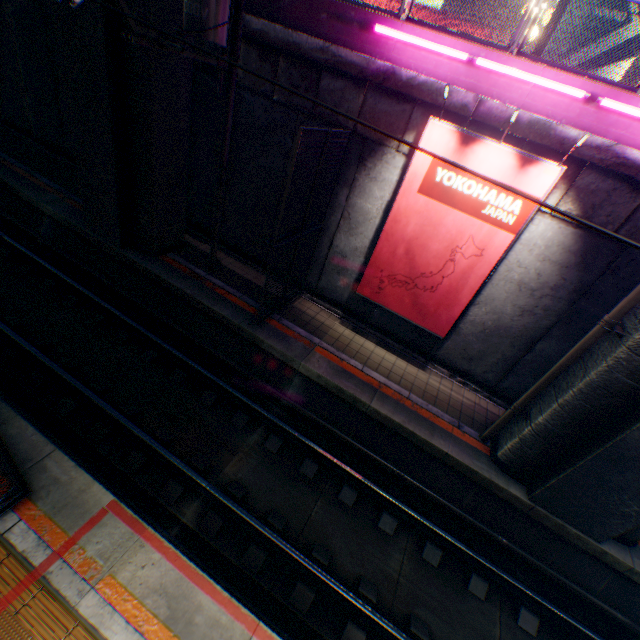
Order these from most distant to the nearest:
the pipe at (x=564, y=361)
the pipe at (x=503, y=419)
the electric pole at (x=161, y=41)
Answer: the pipe at (x=503, y=419) < the pipe at (x=564, y=361) < the electric pole at (x=161, y=41)

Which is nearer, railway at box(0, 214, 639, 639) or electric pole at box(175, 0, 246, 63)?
railway at box(0, 214, 639, 639)

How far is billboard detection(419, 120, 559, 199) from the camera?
6.1 meters

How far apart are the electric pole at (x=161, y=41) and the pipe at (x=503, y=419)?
8.1 meters

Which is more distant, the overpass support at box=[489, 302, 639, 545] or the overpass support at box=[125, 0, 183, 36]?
the overpass support at box=[125, 0, 183, 36]

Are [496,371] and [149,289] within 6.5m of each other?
no

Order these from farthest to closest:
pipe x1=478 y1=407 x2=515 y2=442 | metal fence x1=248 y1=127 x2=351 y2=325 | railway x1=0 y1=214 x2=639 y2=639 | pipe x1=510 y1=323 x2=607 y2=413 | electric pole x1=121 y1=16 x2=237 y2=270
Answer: pipe x1=478 y1=407 x2=515 y2=442 < metal fence x1=248 y1=127 x2=351 y2=325 < pipe x1=510 y1=323 x2=607 y2=413 < electric pole x1=121 y1=16 x2=237 y2=270 < railway x1=0 y1=214 x2=639 y2=639

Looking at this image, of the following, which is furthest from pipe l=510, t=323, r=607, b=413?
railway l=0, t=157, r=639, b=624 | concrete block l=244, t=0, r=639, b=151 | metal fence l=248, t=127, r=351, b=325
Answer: metal fence l=248, t=127, r=351, b=325
